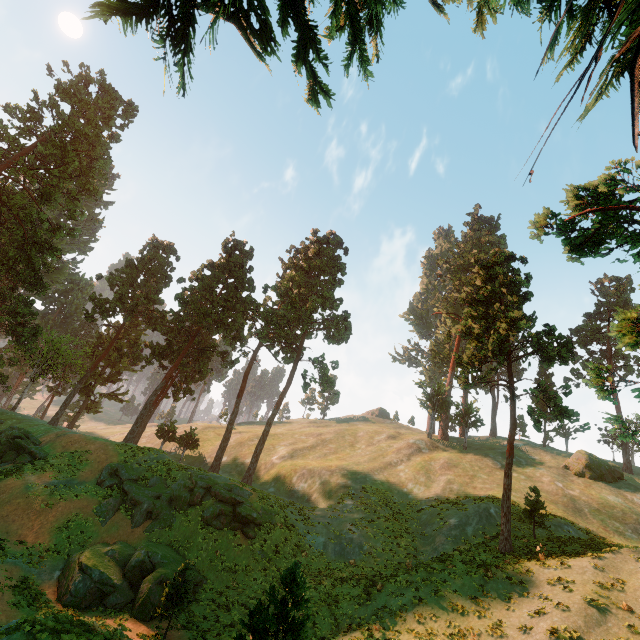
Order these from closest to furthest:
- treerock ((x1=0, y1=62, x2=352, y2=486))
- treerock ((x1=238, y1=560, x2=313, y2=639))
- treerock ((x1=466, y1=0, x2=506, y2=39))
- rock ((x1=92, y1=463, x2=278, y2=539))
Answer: treerock ((x1=466, y1=0, x2=506, y2=39)), treerock ((x1=238, y1=560, x2=313, y2=639)), rock ((x1=92, y1=463, x2=278, y2=539)), treerock ((x1=0, y1=62, x2=352, y2=486))

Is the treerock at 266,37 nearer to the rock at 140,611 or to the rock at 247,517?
the rock at 247,517

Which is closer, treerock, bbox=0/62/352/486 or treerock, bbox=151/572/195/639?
treerock, bbox=151/572/195/639

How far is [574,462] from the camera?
39.9 meters

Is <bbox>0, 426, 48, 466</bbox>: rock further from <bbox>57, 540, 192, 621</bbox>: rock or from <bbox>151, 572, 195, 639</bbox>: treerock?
<bbox>57, 540, 192, 621</bbox>: rock

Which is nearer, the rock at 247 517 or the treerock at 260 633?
the treerock at 260 633

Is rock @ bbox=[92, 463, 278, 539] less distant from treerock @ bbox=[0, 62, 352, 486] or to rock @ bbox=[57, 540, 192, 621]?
rock @ bbox=[57, 540, 192, 621]

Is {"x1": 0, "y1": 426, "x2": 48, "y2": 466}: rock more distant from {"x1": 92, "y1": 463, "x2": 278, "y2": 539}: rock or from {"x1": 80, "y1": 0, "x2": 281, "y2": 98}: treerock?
{"x1": 92, "y1": 463, "x2": 278, "y2": 539}: rock
